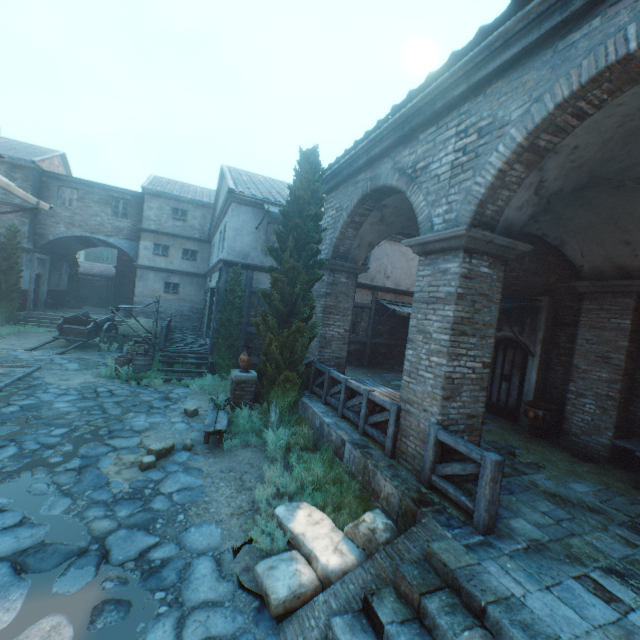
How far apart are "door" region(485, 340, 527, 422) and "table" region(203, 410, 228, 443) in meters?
7.8

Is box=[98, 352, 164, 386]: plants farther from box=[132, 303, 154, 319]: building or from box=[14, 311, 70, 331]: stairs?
box=[14, 311, 70, 331]: stairs

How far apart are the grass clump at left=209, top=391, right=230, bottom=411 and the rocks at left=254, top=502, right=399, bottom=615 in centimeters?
394cm

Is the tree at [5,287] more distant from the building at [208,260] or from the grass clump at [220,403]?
the grass clump at [220,403]

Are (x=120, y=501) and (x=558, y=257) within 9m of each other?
no

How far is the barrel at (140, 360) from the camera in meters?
11.9 m

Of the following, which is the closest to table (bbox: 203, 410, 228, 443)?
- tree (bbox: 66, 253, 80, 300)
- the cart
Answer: the cart

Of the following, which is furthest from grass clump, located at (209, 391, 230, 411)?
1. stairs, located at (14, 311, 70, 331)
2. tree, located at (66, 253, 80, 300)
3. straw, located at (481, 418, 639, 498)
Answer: tree, located at (66, 253, 80, 300)
